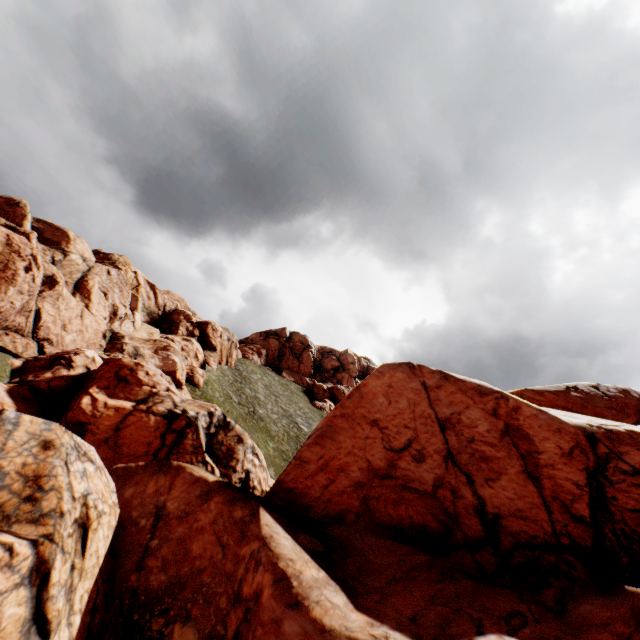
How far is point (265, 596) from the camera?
8.21m
